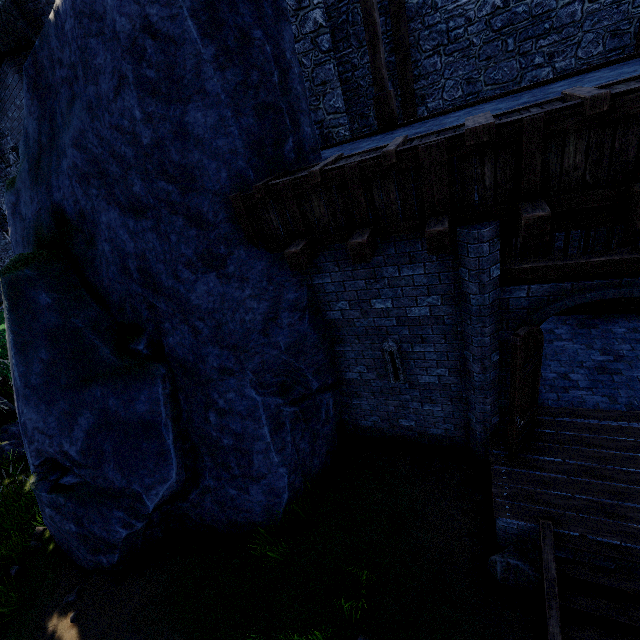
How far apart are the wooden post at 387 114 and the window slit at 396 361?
3.75m

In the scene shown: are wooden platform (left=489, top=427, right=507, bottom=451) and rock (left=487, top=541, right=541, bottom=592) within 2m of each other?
yes

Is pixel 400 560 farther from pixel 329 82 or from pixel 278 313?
pixel 329 82

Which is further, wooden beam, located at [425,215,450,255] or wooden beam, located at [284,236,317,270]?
wooden beam, located at [284,236,317,270]

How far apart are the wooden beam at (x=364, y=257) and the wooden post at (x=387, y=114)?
3.60m

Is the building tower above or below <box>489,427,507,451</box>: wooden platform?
above

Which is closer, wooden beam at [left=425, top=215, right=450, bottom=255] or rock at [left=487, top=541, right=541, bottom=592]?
wooden beam at [left=425, top=215, right=450, bottom=255]

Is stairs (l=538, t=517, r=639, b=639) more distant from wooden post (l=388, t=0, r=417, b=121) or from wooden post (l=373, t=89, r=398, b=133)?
wooden post (l=388, t=0, r=417, b=121)
